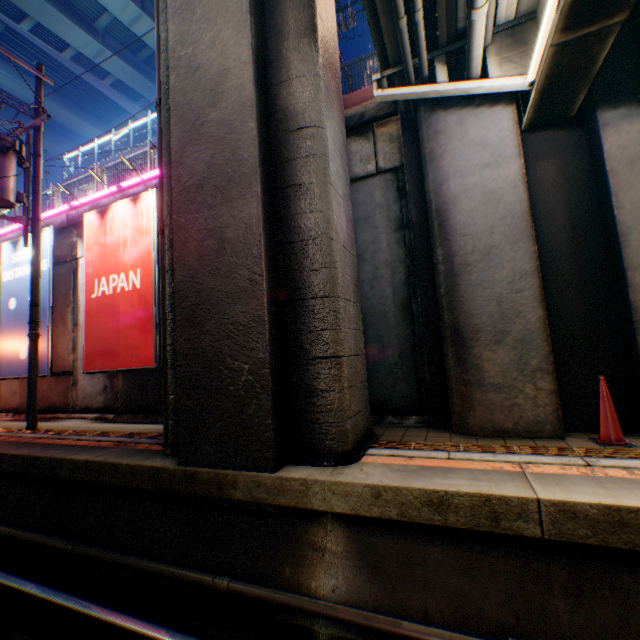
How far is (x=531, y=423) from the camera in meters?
4.4

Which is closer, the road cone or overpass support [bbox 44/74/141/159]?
the road cone

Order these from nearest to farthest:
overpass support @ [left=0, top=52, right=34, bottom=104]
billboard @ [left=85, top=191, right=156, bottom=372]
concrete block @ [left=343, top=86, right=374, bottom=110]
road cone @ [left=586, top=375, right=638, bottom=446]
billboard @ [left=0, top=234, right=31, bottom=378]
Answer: road cone @ [left=586, top=375, right=638, bottom=446], concrete block @ [left=343, top=86, right=374, bottom=110], billboard @ [left=85, top=191, right=156, bottom=372], billboard @ [left=0, top=234, right=31, bottom=378], overpass support @ [left=0, top=52, right=34, bottom=104]

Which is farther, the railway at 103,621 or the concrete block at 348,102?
the concrete block at 348,102

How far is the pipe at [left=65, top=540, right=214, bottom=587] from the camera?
3.54m

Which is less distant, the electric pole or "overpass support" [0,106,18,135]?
the electric pole

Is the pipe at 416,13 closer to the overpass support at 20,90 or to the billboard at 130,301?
the overpass support at 20,90
